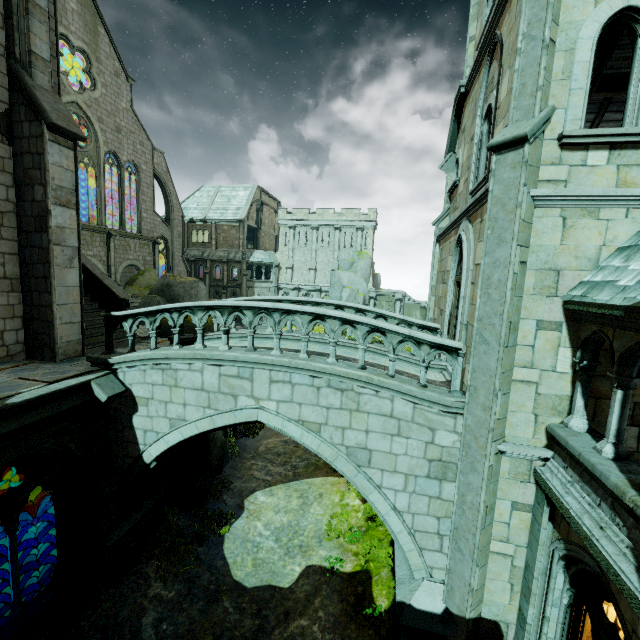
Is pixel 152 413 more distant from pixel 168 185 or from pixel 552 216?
pixel 168 185

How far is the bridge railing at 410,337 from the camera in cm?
687

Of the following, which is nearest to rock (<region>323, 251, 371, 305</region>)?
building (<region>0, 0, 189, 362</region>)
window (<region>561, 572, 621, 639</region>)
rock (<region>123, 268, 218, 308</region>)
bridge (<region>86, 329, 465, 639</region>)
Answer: building (<region>0, 0, 189, 362</region>)

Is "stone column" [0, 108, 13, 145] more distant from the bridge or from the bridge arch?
the bridge arch

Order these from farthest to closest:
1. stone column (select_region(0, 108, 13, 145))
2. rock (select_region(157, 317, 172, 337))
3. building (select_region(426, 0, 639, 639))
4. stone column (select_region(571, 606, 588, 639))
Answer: rock (select_region(157, 317, 172, 337)) < stone column (select_region(0, 108, 13, 145)) < stone column (select_region(571, 606, 588, 639)) < building (select_region(426, 0, 639, 639))

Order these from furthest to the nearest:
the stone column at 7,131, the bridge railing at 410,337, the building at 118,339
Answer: the building at 118,339, the stone column at 7,131, the bridge railing at 410,337

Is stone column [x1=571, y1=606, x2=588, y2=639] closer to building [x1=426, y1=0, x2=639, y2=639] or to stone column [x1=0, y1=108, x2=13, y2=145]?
building [x1=426, y1=0, x2=639, y2=639]

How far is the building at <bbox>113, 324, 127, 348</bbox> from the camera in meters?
10.6
